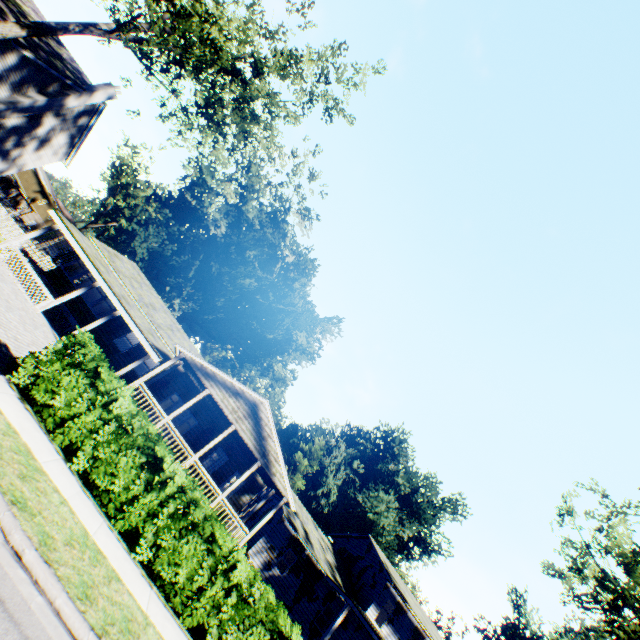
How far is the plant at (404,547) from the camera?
41.3m

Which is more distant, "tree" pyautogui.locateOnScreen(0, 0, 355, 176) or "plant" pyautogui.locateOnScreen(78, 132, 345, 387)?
"plant" pyautogui.locateOnScreen(78, 132, 345, 387)

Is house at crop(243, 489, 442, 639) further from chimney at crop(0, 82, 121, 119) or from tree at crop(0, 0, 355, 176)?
chimney at crop(0, 82, 121, 119)

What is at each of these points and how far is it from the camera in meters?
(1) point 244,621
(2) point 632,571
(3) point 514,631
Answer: (1) hedge, 7.8
(2) tree, 18.4
(3) plant, 55.2

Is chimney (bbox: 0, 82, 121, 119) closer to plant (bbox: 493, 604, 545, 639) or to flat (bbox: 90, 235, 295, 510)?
flat (bbox: 90, 235, 295, 510)

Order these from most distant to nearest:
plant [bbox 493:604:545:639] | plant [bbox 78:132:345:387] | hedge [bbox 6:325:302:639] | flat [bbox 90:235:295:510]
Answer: plant [bbox 493:604:545:639]
plant [bbox 78:132:345:387]
flat [bbox 90:235:295:510]
hedge [bbox 6:325:302:639]

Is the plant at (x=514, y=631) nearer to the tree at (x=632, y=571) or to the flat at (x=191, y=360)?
the flat at (x=191, y=360)

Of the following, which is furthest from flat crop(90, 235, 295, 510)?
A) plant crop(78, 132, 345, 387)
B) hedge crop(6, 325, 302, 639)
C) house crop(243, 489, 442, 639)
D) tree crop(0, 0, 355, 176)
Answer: tree crop(0, 0, 355, 176)
